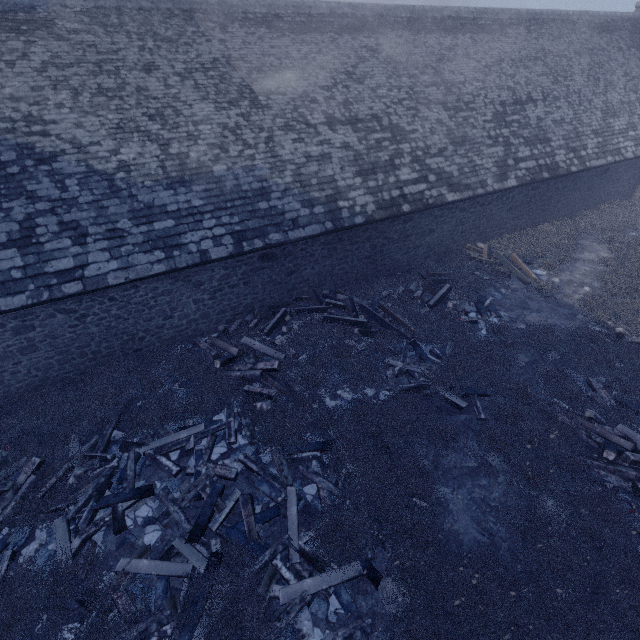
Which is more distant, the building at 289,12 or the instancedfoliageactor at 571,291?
the building at 289,12

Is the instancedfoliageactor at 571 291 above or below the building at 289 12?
below

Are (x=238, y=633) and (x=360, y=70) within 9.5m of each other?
no

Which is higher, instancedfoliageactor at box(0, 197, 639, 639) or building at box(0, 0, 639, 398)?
building at box(0, 0, 639, 398)

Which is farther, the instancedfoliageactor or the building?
the building
